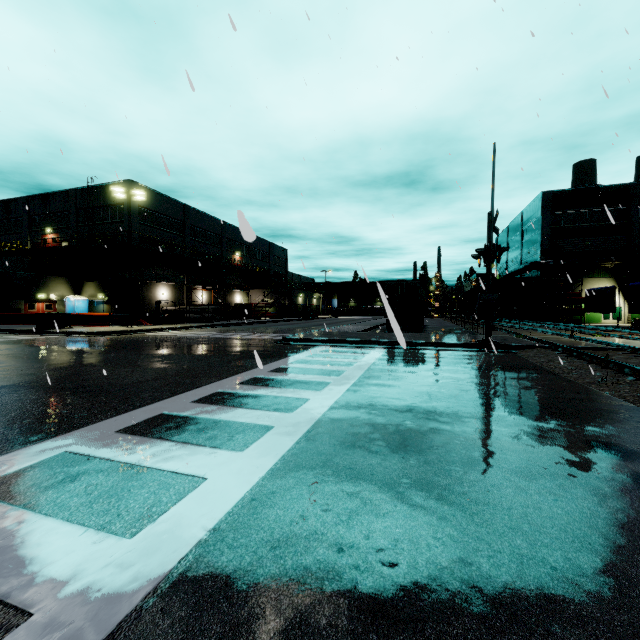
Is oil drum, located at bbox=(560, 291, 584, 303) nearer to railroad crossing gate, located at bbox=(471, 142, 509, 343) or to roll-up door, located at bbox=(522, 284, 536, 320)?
roll-up door, located at bbox=(522, 284, 536, 320)

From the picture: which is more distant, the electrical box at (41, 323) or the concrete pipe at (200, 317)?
the concrete pipe at (200, 317)

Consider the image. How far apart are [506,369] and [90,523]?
9.0 meters

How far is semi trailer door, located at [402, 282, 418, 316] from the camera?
24.66m

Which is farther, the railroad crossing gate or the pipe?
the pipe

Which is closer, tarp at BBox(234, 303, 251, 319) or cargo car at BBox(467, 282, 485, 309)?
tarp at BBox(234, 303, 251, 319)

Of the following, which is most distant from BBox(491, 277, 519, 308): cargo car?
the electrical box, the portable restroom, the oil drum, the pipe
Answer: the electrical box

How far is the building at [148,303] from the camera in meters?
34.3
